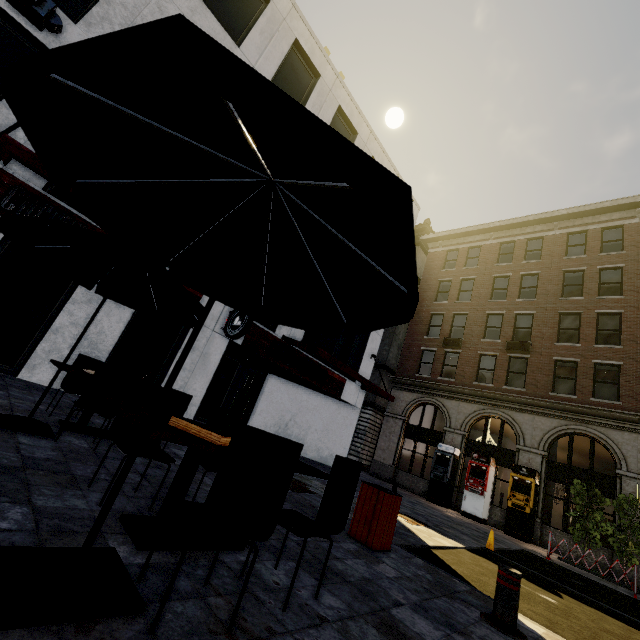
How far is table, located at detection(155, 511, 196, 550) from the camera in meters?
2.4 m

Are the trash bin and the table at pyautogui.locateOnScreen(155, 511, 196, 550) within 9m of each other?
yes

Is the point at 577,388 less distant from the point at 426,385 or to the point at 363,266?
the point at 426,385

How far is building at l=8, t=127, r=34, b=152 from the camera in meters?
7.1

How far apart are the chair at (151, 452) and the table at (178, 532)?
0.3 meters

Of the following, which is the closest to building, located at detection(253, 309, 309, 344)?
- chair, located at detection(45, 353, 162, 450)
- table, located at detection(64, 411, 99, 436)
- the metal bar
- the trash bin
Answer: table, located at detection(64, 411, 99, 436)

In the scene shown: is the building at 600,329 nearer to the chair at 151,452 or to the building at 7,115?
the building at 7,115

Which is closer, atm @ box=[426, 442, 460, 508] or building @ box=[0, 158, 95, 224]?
building @ box=[0, 158, 95, 224]
